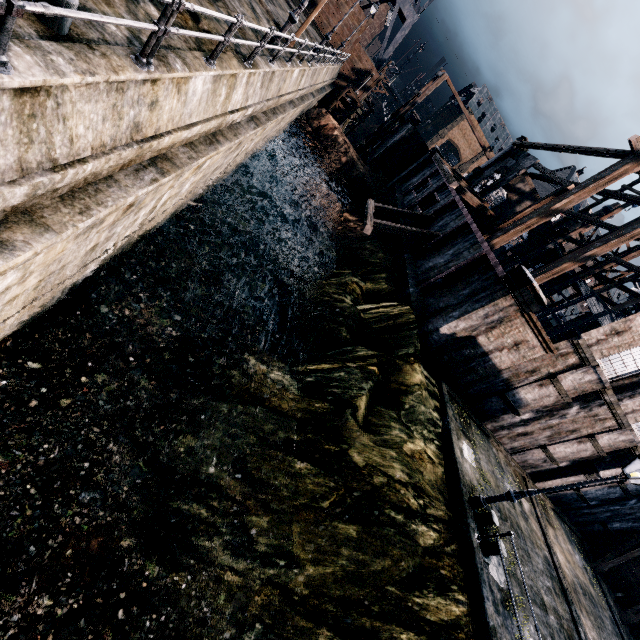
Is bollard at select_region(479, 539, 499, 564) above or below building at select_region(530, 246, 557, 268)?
below

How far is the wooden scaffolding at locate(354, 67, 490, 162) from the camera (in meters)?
35.53

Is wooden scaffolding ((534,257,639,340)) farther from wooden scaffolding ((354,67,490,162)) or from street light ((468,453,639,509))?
street light ((468,453,639,509))

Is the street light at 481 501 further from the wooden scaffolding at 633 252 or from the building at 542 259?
the wooden scaffolding at 633 252

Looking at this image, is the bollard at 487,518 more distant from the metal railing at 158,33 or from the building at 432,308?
the metal railing at 158,33

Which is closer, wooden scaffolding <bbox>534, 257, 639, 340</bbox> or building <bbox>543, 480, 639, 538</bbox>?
building <bbox>543, 480, 639, 538</bbox>

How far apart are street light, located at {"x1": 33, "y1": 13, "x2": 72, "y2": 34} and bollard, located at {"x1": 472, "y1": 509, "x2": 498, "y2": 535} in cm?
1695

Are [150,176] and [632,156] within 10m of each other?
no
